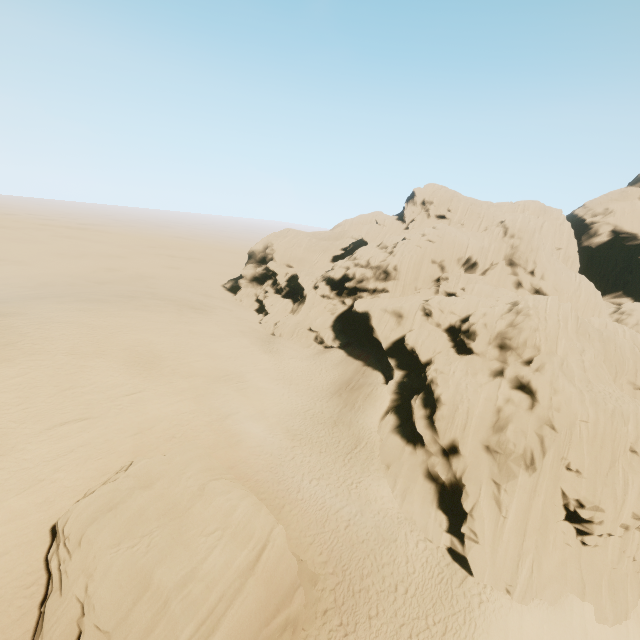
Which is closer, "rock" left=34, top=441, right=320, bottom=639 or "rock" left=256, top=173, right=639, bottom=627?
"rock" left=34, top=441, right=320, bottom=639

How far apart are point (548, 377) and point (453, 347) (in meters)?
9.72

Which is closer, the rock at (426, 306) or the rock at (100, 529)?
the rock at (100, 529)
